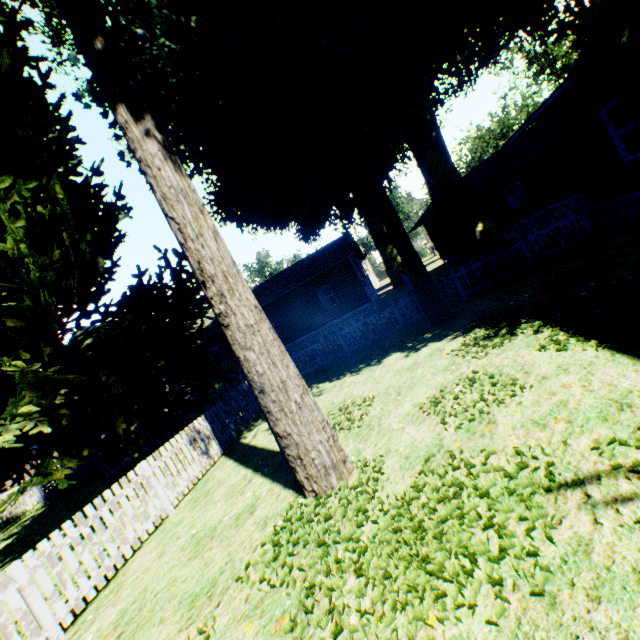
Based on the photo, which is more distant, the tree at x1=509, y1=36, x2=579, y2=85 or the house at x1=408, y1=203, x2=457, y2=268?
the tree at x1=509, y1=36, x2=579, y2=85

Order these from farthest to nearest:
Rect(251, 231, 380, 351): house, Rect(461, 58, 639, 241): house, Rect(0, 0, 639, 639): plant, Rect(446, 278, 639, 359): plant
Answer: Rect(251, 231, 380, 351): house, Rect(461, 58, 639, 241): house, Rect(446, 278, 639, 359): plant, Rect(0, 0, 639, 639): plant

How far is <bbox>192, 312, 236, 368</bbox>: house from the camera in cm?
2423

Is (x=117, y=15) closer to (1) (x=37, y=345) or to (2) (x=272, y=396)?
(1) (x=37, y=345)

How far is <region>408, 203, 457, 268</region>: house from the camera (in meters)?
27.19

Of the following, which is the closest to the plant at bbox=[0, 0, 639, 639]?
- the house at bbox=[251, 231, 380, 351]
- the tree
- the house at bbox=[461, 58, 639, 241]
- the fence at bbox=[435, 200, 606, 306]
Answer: the fence at bbox=[435, 200, 606, 306]

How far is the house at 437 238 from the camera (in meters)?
27.19

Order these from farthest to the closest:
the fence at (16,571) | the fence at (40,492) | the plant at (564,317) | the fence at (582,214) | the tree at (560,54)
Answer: the tree at (560,54), the fence at (40,492), the fence at (582,214), the plant at (564,317), the fence at (16,571)
